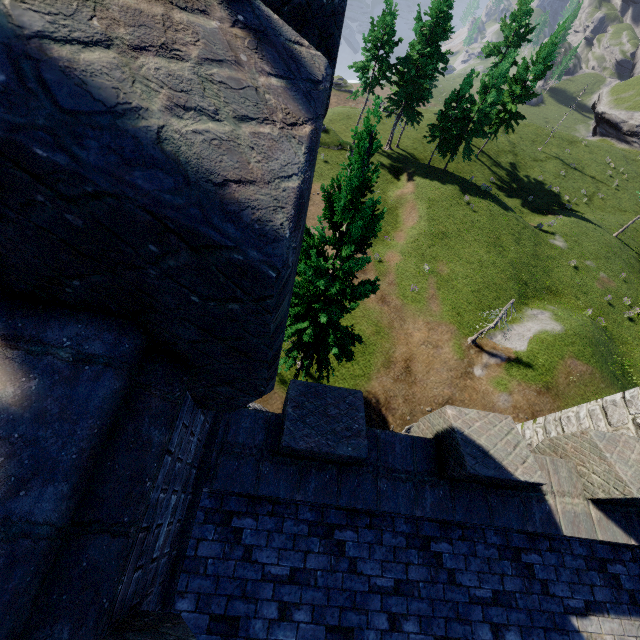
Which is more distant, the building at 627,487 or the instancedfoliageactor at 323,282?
the instancedfoliageactor at 323,282

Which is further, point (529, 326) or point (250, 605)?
point (529, 326)

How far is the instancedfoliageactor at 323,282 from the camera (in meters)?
8.06

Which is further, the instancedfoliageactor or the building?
the instancedfoliageactor

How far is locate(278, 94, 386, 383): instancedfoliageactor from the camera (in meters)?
8.06
